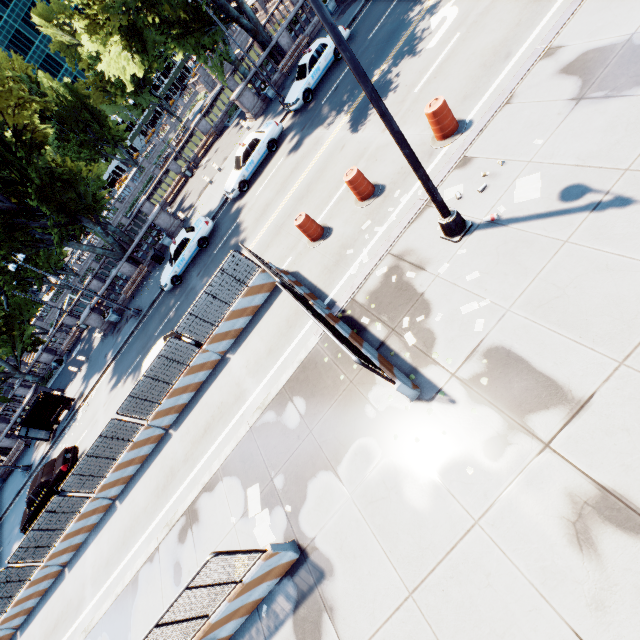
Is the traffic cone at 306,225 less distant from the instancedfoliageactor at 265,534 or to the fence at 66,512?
the fence at 66,512

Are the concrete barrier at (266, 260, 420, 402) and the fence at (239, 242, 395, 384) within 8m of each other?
yes

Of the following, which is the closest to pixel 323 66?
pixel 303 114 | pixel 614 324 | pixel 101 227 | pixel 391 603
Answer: pixel 303 114

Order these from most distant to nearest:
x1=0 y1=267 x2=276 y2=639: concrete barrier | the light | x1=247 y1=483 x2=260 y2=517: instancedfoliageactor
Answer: x1=0 y1=267 x2=276 y2=639: concrete barrier < x1=247 y1=483 x2=260 y2=517: instancedfoliageactor < the light

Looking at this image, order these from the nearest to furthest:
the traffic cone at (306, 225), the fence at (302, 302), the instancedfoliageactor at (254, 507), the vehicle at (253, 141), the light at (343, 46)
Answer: the light at (343, 46)
the fence at (302, 302)
the instancedfoliageactor at (254, 507)
the traffic cone at (306, 225)
the vehicle at (253, 141)

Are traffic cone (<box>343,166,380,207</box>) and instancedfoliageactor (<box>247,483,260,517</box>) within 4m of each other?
no

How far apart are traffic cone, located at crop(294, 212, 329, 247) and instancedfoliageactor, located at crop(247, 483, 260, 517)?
8.0m

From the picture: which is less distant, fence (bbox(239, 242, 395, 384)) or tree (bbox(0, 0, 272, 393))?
fence (bbox(239, 242, 395, 384))
